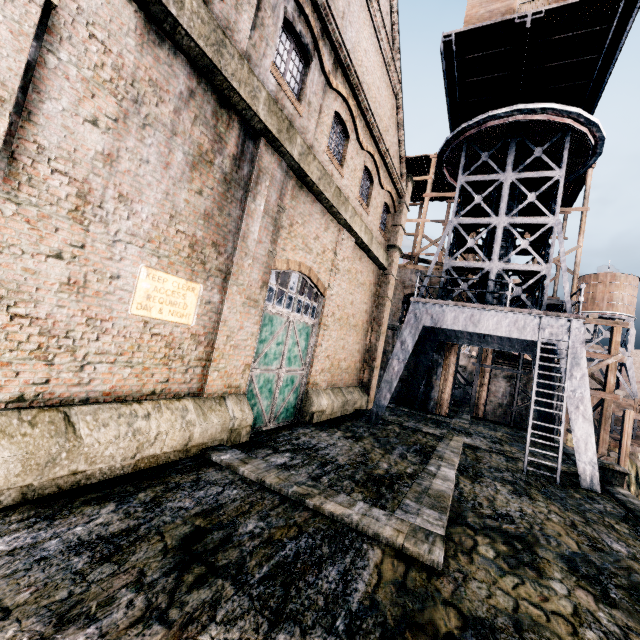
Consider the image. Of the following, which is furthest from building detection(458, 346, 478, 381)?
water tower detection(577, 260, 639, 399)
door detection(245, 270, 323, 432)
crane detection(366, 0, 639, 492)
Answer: water tower detection(577, 260, 639, 399)

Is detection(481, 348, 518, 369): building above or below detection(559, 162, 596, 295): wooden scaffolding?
below

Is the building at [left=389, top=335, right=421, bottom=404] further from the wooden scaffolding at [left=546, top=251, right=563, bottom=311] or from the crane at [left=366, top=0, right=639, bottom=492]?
the crane at [left=366, top=0, right=639, bottom=492]

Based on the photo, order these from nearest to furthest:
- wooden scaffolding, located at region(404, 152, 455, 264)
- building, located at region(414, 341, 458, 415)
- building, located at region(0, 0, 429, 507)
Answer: building, located at region(0, 0, 429, 507), building, located at region(414, 341, 458, 415), wooden scaffolding, located at region(404, 152, 455, 264)

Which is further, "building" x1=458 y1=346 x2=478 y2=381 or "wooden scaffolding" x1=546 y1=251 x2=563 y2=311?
"building" x1=458 y1=346 x2=478 y2=381

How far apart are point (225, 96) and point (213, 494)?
9.3m

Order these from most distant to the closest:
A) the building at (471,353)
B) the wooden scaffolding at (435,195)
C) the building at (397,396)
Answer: the building at (471,353)
the wooden scaffolding at (435,195)
the building at (397,396)

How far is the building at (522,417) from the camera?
26.4m
